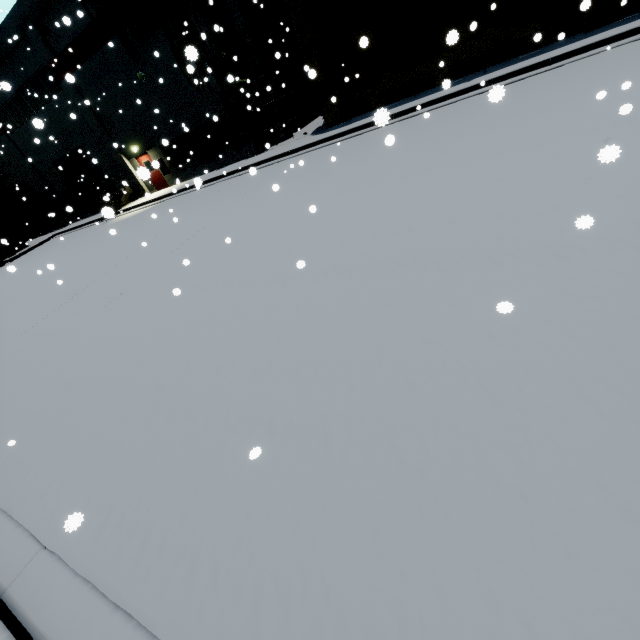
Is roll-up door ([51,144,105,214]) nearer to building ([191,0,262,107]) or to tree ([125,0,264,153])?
building ([191,0,262,107])

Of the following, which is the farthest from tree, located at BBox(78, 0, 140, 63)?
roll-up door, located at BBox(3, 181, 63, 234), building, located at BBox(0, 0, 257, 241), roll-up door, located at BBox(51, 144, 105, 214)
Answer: roll-up door, located at BBox(3, 181, 63, 234)

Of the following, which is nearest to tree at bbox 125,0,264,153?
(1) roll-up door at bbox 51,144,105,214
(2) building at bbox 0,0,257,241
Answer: (2) building at bbox 0,0,257,241

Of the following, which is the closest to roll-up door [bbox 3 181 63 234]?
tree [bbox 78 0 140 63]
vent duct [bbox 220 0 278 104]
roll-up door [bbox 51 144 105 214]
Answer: roll-up door [bbox 51 144 105 214]

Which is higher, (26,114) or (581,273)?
(26,114)

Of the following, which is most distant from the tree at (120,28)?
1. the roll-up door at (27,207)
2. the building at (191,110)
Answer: the roll-up door at (27,207)

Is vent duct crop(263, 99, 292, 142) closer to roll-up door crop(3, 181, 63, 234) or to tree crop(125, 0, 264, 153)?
tree crop(125, 0, 264, 153)

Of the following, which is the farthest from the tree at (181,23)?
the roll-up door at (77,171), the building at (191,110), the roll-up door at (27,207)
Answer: the roll-up door at (27,207)
